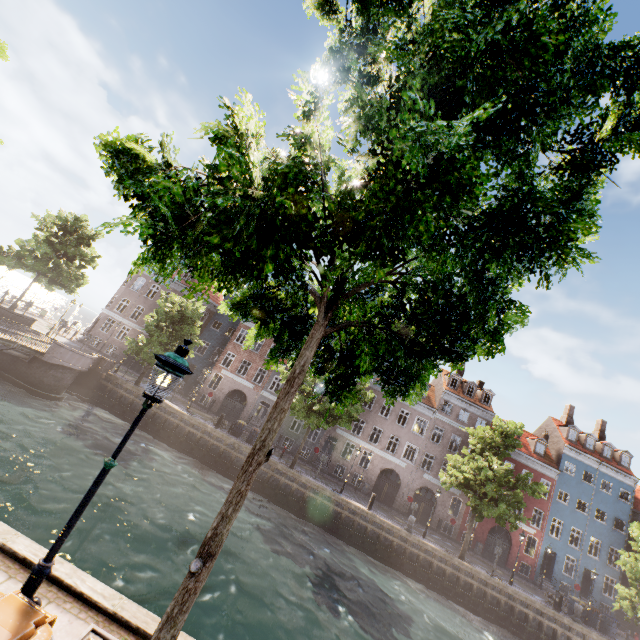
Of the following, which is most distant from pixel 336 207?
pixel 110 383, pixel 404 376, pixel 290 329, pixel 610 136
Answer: pixel 110 383

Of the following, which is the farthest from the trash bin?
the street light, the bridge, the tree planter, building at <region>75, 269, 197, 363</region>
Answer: building at <region>75, 269, 197, 363</region>

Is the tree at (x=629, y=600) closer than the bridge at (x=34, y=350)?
No

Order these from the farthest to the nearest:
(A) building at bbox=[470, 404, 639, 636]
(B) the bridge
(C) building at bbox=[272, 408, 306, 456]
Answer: (C) building at bbox=[272, 408, 306, 456], (A) building at bbox=[470, 404, 639, 636], (B) the bridge

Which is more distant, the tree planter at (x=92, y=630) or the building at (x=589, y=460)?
the building at (x=589, y=460)

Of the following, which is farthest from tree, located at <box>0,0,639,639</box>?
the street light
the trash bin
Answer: the trash bin

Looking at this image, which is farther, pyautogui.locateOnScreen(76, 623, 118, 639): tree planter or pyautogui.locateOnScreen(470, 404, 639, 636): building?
pyautogui.locateOnScreen(470, 404, 639, 636): building

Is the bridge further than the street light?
Yes
